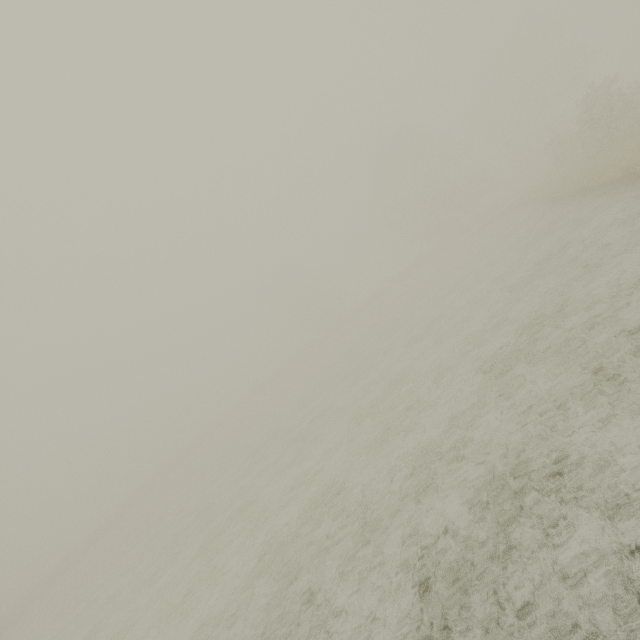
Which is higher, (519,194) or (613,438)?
(519,194)
